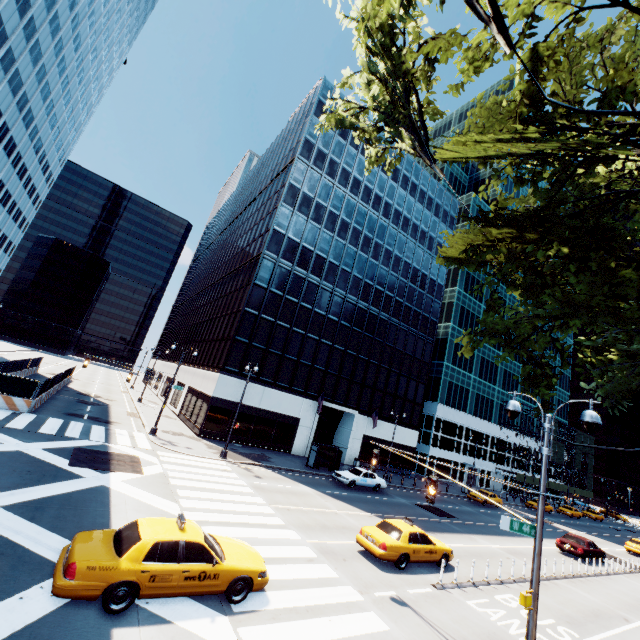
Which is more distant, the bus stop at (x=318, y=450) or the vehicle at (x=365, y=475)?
the bus stop at (x=318, y=450)

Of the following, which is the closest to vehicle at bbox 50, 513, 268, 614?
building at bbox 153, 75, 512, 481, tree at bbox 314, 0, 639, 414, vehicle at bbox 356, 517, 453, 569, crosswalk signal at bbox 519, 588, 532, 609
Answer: vehicle at bbox 356, 517, 453, 569

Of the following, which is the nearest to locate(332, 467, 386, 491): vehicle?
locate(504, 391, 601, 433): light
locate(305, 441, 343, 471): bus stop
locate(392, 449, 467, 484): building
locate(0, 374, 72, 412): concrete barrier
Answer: locate(305, 441, 343, 471): bus stop

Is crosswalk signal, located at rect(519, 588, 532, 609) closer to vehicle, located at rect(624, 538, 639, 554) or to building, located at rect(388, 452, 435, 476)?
building, located at rect(388, 452, 435, 476)

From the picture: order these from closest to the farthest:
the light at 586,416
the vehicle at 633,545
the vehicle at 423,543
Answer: the light at 586,416
the vehicle at 423,543
the vehicle at 633,545

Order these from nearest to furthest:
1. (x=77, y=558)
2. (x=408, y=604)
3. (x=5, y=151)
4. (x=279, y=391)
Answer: (x=77, y=558) → (x=408, y=604) → (x=279, y=391) → (x=5, y=151)

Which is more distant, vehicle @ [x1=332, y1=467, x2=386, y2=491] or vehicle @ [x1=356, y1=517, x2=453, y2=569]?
vehicle @ [x1=332, y1=467, x2=386, y2=491]

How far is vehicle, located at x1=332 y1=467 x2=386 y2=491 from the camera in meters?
26.9 m
